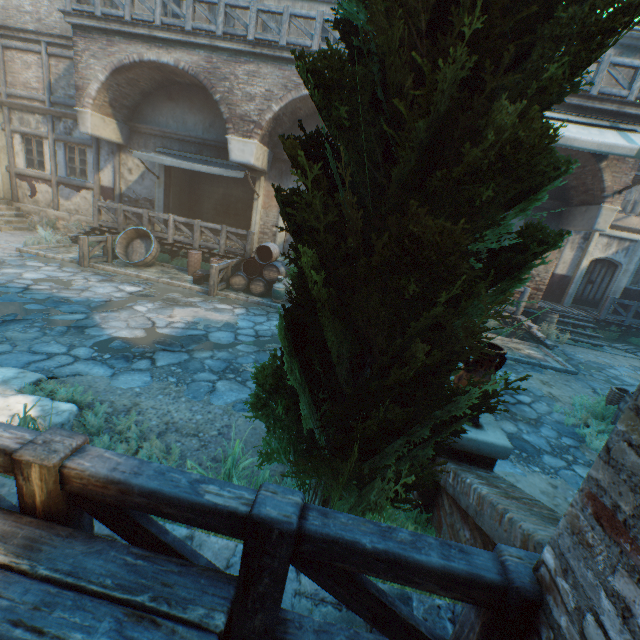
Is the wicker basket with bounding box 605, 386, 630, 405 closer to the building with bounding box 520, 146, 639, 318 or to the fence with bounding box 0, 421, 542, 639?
the building with bounding box 520, 146, 639, 318

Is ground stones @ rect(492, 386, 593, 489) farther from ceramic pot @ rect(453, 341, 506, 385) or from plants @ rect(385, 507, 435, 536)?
ceramic pot @ rect(453, 341, 506, 385)

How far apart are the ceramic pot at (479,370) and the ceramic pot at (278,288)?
7.5 meters

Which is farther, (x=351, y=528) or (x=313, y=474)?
(x=313, y=474)

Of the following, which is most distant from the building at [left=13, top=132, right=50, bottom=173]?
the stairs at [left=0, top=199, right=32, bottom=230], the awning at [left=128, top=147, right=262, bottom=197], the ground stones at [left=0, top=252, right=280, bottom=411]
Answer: the awning at [left=128, top=147, right=262, bottom=197]

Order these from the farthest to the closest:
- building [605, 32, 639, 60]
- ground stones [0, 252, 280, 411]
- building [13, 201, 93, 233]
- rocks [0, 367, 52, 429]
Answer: building [13, 201, 93, 233] → building [605, 32, 639, 60] → ground stones [0, 252, 280, 411] → rocks [0, 367, 52, 429]

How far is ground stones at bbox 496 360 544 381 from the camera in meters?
8.4 m

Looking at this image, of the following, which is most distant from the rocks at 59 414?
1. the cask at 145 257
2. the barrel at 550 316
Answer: the barrel at 550 316
